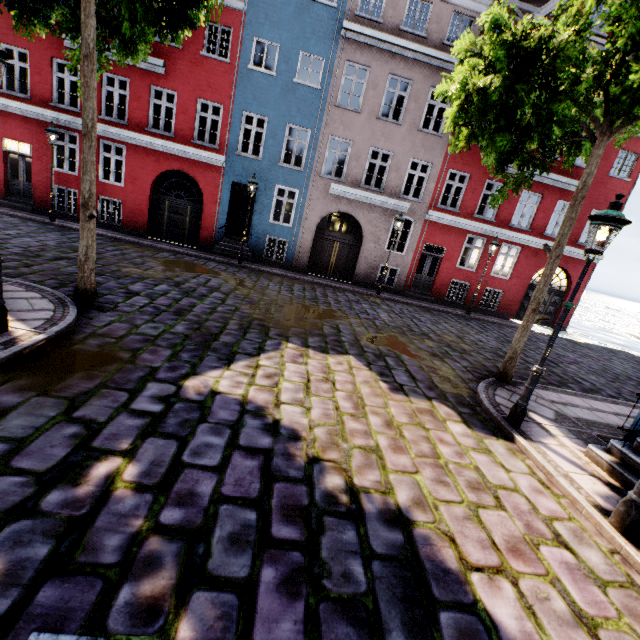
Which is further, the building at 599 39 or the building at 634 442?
the building at 599 39

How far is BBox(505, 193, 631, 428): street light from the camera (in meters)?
4.52

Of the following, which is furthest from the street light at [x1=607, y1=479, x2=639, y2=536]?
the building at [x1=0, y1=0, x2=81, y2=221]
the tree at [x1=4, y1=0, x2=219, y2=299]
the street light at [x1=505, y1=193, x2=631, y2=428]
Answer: the tree at [x1=4, y1=0, x2=219, y2=299]

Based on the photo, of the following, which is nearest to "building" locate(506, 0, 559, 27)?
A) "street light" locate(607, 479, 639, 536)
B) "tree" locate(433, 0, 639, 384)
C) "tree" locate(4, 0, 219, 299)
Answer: "tree" locate(433, 0, 639, 384)

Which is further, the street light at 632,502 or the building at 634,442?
the building at 634,442

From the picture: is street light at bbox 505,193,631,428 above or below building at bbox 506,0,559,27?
below

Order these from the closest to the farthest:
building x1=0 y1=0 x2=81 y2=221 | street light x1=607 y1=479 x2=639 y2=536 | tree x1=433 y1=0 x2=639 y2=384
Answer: street light x1=607 y1=479 x2=639 y2=536, tree x1=433 y1=0 x2=639 y2=384, building x1=0 y1=0 x2=81 y2=221

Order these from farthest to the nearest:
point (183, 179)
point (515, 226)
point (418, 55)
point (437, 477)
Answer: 1. point (183, 179)
2. point (515, 226)
3. point (418, 55)
4. point (437, 477)
